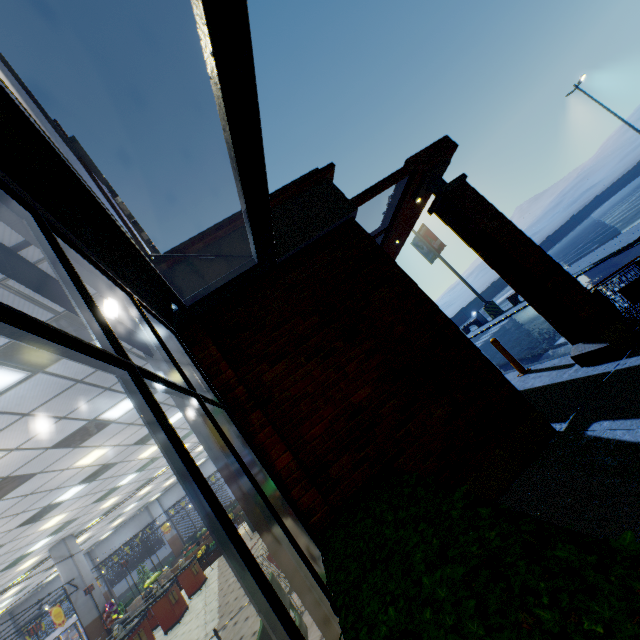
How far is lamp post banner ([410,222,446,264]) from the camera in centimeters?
1969cm

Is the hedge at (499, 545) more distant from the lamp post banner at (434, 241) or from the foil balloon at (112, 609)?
the lamp post banner at (434, 241)

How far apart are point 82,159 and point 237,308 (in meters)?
3.23

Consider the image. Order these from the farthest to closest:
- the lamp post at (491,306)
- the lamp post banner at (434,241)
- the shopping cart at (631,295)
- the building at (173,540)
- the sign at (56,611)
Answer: the building at (173,540), the lamp post banner at (434,241), the lamp post at (491,306), the sign at (56,611), the shopping cart at (631,295)

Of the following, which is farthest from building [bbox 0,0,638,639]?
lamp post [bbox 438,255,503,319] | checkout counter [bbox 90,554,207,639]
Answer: lamp post [bbox 438,255,503,319]

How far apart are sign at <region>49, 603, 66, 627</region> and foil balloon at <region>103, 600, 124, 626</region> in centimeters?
130cm

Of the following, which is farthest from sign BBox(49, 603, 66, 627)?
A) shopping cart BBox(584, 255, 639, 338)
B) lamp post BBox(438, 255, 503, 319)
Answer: lamp post BBox(438, 255, 503, 319)

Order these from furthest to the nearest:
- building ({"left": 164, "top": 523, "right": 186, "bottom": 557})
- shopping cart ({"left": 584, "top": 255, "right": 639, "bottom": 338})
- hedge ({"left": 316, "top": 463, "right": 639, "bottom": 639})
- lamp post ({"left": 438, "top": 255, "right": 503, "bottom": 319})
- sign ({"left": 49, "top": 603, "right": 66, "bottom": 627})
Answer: building ({"left": 164, "top": 523, "right": 186, "bottom": 557}) → lamp post ({"left": 438, "top": 255, "right": 503, "bottom": 319}) → sign ({"left": 49, "top": 603, "right": 66, "bottom": 627}) → shopping cart ({"left": 584, "top": 255, "right": 639, "bottom": 338}) → hedge ({"left": 316, "top": 463, "right": 639, "bottom": 639})
